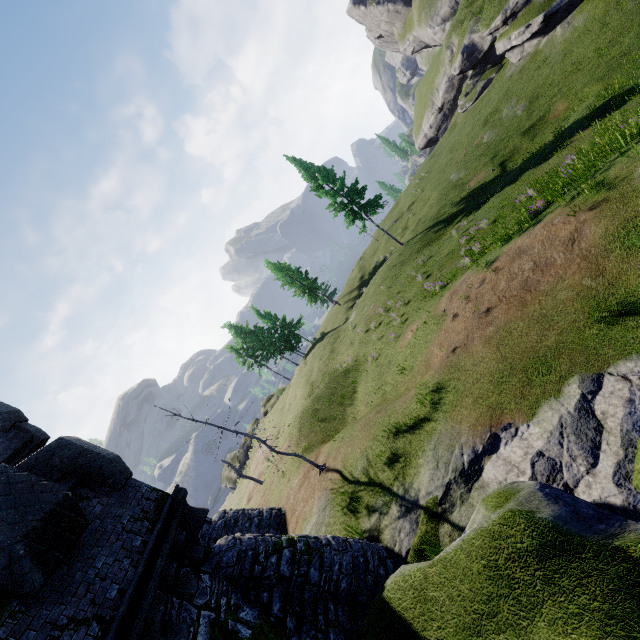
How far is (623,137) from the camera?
11.5 meters

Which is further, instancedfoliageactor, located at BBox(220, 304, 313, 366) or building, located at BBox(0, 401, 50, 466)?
instancedfoliageactor, located at BBox(220, 304, 313, 366)

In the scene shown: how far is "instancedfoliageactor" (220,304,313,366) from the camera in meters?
45.2

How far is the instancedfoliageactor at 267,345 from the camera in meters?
45.2 m

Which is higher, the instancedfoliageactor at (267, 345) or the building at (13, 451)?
the building at (13, 451)

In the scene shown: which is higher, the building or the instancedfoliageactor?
the building
